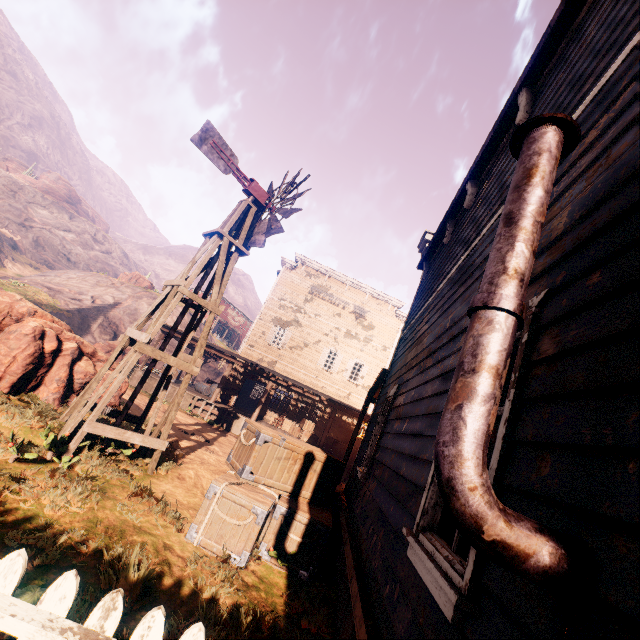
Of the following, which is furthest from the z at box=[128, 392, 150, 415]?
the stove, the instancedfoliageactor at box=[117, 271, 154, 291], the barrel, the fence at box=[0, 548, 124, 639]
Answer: the barrel

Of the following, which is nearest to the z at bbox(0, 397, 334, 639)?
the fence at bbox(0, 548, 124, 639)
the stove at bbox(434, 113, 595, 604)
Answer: the fence at bbox(0, 548, 124, 639)

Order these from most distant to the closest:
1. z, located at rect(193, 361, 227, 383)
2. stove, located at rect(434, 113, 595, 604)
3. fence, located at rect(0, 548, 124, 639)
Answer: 1. z, located at rect(193, 361, 227, 383)
2. fence, located at rect(0, 548, 124, 639)
3. stove, located at rect(434, 113, 595, 604)

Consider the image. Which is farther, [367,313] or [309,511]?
[367,313]

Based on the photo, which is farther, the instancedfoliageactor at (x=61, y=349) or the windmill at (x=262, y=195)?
the instancedfoliageactor at (x=61, y=349)

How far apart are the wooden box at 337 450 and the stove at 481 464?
19.5m

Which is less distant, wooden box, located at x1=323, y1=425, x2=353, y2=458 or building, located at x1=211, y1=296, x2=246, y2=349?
wooden box, located at x1=323, y1=425, x2=353, y2=458

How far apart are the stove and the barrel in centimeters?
2086cm
